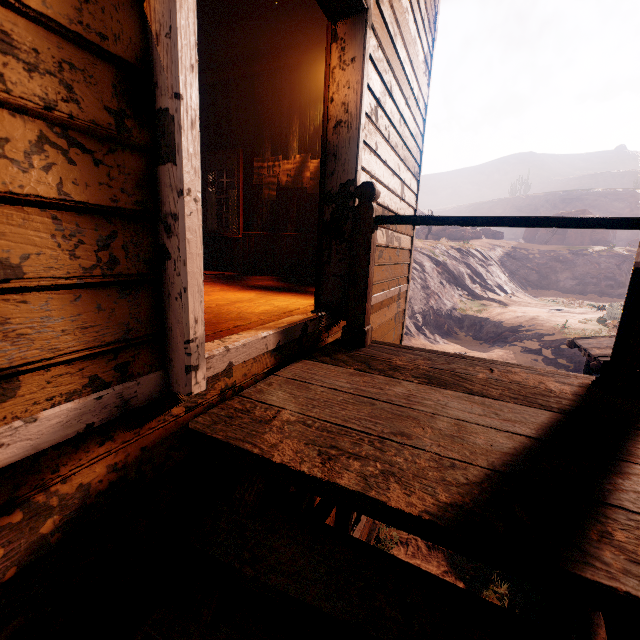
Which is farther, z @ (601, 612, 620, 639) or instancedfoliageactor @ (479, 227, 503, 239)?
instancedfoliageactor @ (479, 227, 503, 239)

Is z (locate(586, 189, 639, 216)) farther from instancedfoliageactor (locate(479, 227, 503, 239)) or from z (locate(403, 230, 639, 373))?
z (locate(403, 230, 639, 373))

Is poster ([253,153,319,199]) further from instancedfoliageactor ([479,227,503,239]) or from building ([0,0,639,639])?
instancedfoliageactor ([479,227,503,239])

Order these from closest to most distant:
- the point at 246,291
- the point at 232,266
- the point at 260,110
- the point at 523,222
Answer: the point at 523,222 < the point at 246,291 < the point at 260,110 < the point at 232,266

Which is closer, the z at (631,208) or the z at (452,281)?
the z at (452,281)

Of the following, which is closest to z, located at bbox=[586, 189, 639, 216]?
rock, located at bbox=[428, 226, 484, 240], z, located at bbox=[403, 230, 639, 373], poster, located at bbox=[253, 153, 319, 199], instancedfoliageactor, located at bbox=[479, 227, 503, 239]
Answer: instancedfoliageactor, located at bbox=[479, 227, 503, 239]

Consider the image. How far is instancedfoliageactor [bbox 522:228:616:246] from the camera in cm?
4275

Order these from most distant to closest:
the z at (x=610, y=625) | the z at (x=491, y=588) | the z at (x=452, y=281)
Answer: the z at (x=452, y=281), the z at (x=491, y=588), the z at (x=610, y=625)
